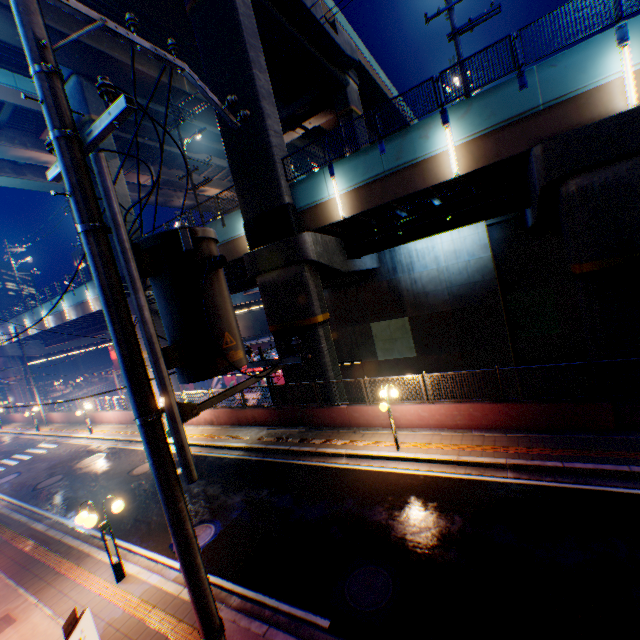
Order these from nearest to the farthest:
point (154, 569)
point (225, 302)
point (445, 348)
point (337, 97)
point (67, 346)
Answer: point (225, 302) → point (154, 569) → point (445, 348) → point (337, 97) → point (67, 346)

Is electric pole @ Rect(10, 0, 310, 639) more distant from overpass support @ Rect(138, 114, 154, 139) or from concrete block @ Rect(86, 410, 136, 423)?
overpass support @ Rect(138, 114, 154, 139)

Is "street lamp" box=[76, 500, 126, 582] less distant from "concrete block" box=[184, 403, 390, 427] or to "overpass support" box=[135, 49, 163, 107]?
"concrete block" box=[184, 403, 390, 427]

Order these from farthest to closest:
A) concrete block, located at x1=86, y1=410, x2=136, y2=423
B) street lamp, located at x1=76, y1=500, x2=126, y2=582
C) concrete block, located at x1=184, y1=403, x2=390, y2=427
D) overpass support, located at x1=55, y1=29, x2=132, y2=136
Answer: concrete block, located at x1=86, y1=410, x2=136, y2=423, overpass support, located at x1=55, y1=29, x2=132, y2=136, concrete block, located at x1=184, y1=403, x2=390, y2=427, street lamp, located at x1=76, y1=500, x2=126, y2=582

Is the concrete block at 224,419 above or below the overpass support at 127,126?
below

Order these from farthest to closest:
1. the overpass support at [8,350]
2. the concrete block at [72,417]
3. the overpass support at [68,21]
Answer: the overpass support at [8,350], the concrete block at [72,417], the overpass support at [68,21]

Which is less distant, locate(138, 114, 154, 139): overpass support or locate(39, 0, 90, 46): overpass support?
locate(39, 0, 90, 46): overpass support
